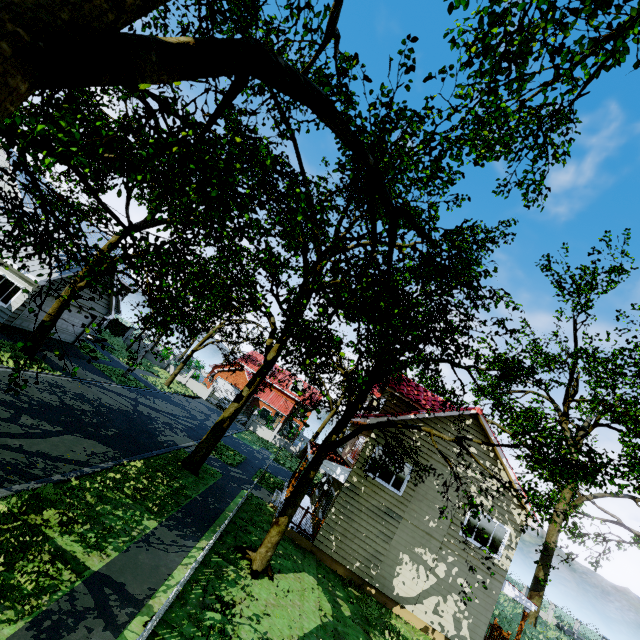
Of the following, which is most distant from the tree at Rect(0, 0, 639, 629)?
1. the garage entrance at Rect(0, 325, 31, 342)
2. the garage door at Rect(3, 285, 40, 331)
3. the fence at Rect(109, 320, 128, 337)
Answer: the garage door at Rect(3, 285, 40, 331)

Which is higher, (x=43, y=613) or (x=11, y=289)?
(x=11, y=289)

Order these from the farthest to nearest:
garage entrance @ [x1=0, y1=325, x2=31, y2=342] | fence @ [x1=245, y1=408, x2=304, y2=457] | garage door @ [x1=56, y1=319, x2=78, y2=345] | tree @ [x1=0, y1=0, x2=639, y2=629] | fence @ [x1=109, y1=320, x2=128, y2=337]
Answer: fence @ [x1=109, y1=320, x2=128, y2=337] < fence @ [x1=245, y1=408, x2=304, y2=457] < garage door @ [x1=56, y1=319, x2=78, y2=345] < garage entrance @ [x1=0, y1=325, x2=31, y2=342] < tree @ [x1=0, y1=0, x2=639, y2=629]

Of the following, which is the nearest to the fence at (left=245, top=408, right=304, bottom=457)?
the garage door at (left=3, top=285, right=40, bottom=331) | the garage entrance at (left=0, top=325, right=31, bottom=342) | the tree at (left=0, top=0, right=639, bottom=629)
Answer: the tree at (left=0, top=0, right=639, bottom=629)

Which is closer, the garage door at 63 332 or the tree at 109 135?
the tree at 109 135

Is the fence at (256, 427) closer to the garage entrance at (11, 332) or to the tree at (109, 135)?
the tree at (109, 135)

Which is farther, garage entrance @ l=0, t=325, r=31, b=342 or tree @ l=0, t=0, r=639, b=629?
garage entrance @ l=0, t=325, r=31, b=342

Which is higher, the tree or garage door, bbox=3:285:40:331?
the tree
